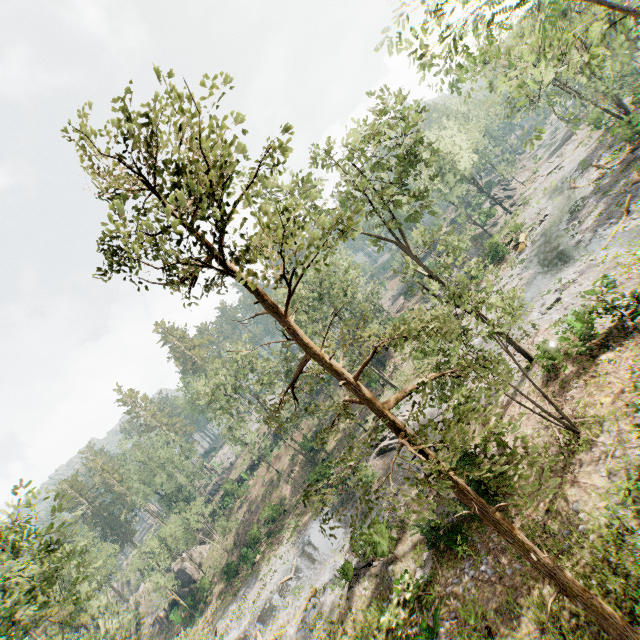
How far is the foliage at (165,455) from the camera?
59.2 meters

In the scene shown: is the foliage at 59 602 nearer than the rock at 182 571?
Yes

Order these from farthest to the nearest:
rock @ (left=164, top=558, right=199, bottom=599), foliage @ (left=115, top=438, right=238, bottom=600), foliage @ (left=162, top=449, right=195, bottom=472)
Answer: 1. foliage @ (left=162, top=449, right=195, bottom=472)
2. rock @ (left=164, top=558, right=199, bottom=599)
3. foliage @ (left=115, top=438, right=238, bottom=600)

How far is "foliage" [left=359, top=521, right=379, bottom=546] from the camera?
5.8m

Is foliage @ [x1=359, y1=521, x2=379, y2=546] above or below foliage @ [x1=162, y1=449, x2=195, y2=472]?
below

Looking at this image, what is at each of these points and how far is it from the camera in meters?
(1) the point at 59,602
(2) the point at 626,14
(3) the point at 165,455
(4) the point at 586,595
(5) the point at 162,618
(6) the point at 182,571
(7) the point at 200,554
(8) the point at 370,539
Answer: (1) foliage, 14.7 m
(2) foliage, 9.1 m
(3) foliage, 59.2 m
(4) foliage, 7.4 m
(5) rock, 43.7 m
(6) rock, 45.2 m
(7) rock, 46.9 m
(8) foliage, 17.3 m

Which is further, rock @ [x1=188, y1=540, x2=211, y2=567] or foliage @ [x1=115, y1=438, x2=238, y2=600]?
rock @ [x1=188, y1=540, x2=211, y2=567]
